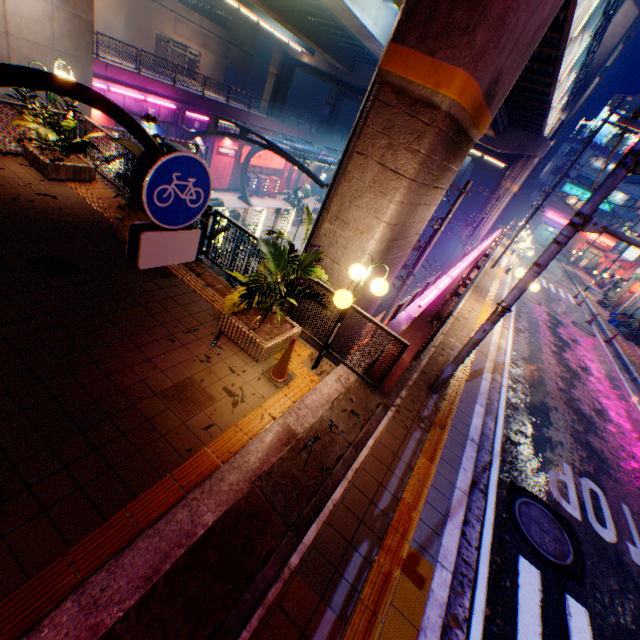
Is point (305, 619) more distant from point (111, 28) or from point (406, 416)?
point (111, 28)

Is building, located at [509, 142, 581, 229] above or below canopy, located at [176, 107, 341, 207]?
above

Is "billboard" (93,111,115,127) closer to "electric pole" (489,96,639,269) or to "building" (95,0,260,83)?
"building" (95,0,260,83)

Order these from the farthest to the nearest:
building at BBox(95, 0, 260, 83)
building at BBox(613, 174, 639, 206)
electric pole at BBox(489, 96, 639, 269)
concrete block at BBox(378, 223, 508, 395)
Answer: building at BBox(613, 174, 639, 206)
building at BBox(95, 0, 260, 83)
concrete block at BBox(378, 223, 508, 395)
electric pole at BBox(489, 96, 639, 269)

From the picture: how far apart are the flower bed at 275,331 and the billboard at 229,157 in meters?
26.2 m

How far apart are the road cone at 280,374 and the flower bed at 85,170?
7.0 meters

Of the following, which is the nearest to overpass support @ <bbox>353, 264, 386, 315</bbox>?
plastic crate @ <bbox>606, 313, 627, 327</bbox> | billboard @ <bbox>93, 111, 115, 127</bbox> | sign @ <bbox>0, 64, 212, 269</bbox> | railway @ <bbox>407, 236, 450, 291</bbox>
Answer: railway @ <bbox>407, 236, 450, 291</bbox>

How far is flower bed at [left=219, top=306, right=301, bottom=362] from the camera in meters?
5.3
